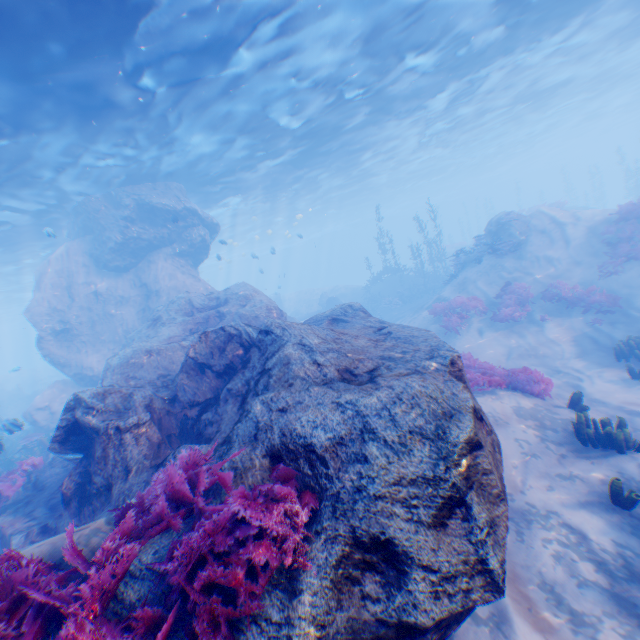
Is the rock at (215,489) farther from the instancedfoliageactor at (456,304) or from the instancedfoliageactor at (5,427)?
the instancedfoliageactor at (456,304)

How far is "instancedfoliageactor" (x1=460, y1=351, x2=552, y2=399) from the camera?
8.4m

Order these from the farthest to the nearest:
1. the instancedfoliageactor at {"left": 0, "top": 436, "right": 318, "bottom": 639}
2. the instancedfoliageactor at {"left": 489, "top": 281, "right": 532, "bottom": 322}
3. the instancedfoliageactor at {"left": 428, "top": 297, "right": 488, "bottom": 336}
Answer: the instancedfoliageactor at {"left": 428, "top": 297, "right": 488, "bottom": 336}, the instancedfoliageactor at {"left": 489, "top": 281, "right": 532, "bottom": 322}, the instancedfoliageactor at {"left": 0, "top": 436, "right": 318, "bottom": 639}

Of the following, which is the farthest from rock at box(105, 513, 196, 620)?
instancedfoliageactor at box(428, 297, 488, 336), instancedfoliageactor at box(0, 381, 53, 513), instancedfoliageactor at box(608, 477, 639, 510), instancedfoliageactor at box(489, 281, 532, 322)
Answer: instancedfoliageactor at box(428, 297, 488, 336)

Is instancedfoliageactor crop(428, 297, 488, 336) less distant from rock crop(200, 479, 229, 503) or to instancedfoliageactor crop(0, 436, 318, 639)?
rock crop(200, 479, 229, 503)

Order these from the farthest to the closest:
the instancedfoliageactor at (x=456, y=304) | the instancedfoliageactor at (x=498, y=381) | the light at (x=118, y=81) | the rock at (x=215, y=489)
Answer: the instancedfoliageactor at (x=456, y=304)
the light at (x=118, y=81)
the instancedfoliageactor at (x=498, y=381)
the rock at (x=215, y=489)

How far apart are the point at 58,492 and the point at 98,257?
14.77m

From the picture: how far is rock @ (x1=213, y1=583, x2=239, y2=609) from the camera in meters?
2.8 m
